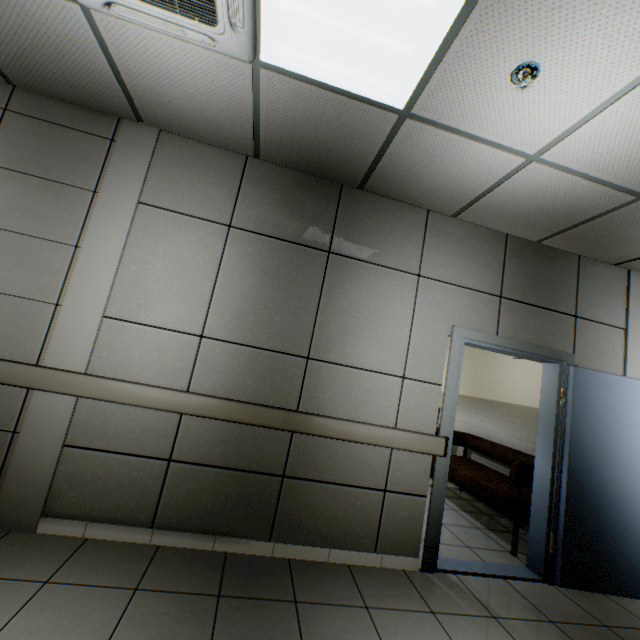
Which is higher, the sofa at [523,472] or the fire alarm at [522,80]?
the fire alarm at [522,80]

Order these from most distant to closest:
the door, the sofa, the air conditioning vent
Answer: the sofa → the door → the air conditioning vent

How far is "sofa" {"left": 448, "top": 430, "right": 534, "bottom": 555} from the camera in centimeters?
346cm

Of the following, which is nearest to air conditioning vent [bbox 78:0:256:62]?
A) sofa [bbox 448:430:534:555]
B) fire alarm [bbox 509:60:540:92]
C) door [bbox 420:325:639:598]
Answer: fire alarm [bbox 509:60:540:92]

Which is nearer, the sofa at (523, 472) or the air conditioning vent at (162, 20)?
the air conditioning vent at (162, 20)

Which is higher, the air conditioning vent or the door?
the air conditioning vent

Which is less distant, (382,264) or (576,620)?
(576,620)

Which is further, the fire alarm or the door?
the door
